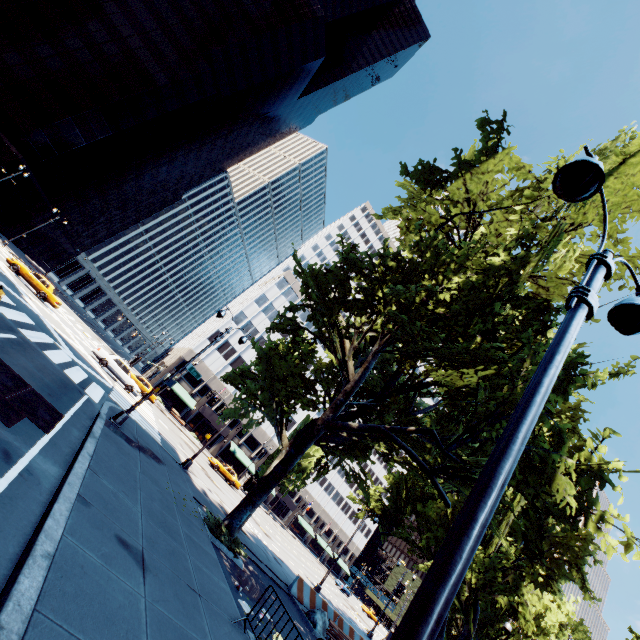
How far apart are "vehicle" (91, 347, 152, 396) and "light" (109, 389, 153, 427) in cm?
1414

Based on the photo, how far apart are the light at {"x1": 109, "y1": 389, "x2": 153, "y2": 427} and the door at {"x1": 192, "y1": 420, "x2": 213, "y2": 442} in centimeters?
4291cm

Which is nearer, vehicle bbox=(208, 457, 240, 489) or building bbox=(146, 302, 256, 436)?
vehicle bbox=(208, 457, 240, 489)

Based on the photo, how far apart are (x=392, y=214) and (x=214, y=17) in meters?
61.7 m

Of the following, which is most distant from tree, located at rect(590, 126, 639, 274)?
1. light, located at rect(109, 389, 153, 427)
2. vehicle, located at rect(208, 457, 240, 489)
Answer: → vehicle, located at rect(208, 457, 240, 489)

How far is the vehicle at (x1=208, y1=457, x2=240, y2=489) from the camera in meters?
38.2

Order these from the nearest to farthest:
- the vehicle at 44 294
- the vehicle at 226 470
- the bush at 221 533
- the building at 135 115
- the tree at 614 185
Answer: the tree at 614 185, the bush at 221 533, the vehicle at 44 294, the vehicle at 226 470, the building at 135 115

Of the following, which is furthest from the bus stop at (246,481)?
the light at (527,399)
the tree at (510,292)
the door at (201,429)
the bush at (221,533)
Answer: the light at (527,399)
